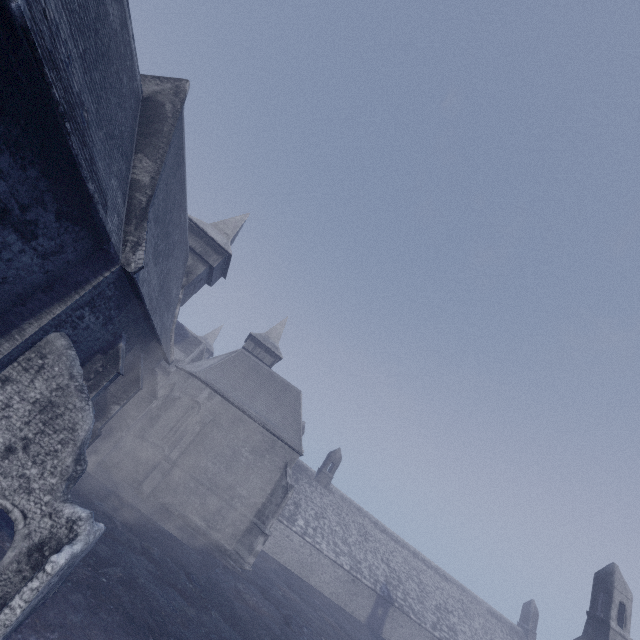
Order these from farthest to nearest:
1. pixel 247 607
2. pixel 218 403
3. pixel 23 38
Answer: pixel 218 403 → pixel 247 607 → pixel 23 38

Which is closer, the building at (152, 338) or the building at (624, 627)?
the building at (152, 338)

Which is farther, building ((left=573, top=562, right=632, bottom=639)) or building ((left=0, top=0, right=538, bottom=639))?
building ((left=573, top=562, right=632, bottom=639))
